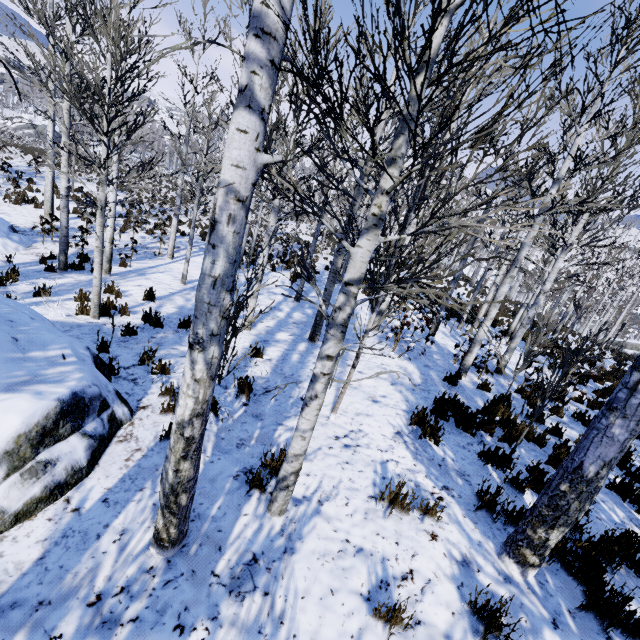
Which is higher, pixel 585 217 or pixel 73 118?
pixel 585 217

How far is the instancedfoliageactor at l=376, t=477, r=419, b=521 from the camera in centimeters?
344cm

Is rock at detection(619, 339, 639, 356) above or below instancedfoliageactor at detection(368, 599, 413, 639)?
below

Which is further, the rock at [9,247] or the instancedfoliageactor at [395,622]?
the rock at [9,247]

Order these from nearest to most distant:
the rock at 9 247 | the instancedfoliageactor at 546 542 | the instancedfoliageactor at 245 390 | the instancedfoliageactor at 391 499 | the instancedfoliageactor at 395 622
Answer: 1. the instancedfoliageactor at 546 542
2. the instancedfoliageactor at 395 622
3. the instancedfoliageactor at 391 499
4. the instancedfoliageactor at 245 390
5. the rock at 9 247

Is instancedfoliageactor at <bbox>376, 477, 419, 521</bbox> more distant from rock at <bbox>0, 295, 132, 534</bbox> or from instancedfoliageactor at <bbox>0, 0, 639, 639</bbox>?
rock at <bbox>0, 295, 132, 534</bbox>

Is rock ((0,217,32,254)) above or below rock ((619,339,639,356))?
below

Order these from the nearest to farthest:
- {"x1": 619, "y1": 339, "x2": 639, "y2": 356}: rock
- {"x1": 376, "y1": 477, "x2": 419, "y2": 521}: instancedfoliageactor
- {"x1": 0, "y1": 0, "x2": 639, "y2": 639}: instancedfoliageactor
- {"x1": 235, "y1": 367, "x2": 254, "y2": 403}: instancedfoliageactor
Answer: {"x1": 0, "y1": 0, "x2": 639, "y2": 639}: instancedfoliageactor → {"x1": 376, "y1": 477, "x2": 419, "y2": 521}: instancedfoliageactor → {"x1": 235, "y1": 367, "x2": 254, "y2": 403}: instancedfoliageactor → {"x1": 619, "y1": 339, "x2": 639, "y2": 356}: rock
